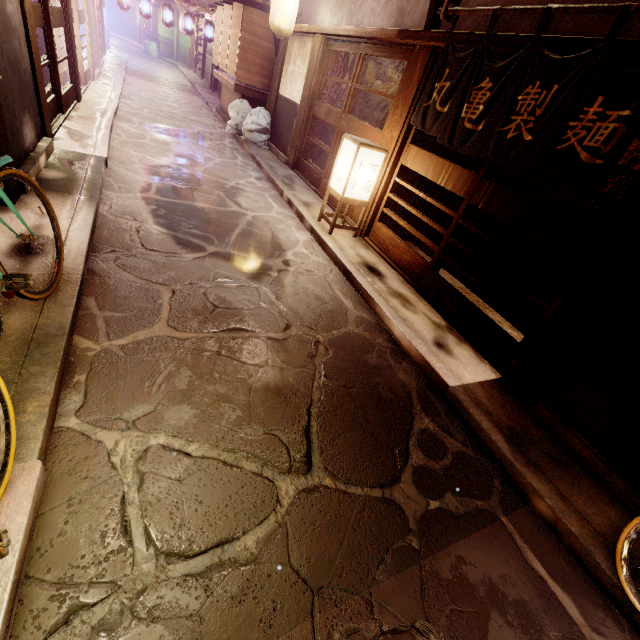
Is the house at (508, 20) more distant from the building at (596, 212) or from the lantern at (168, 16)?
the lantern at (168, 16)

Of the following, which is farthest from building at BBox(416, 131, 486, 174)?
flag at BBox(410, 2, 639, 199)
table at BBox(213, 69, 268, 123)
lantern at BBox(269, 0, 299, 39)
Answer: table at BBox(213, 69, 268, 123)

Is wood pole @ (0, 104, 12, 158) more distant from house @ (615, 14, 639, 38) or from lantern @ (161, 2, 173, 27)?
lantern @ (161, 2, 173, 27)

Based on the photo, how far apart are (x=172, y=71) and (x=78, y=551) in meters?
51.6 m

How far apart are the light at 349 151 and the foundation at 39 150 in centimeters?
736cm

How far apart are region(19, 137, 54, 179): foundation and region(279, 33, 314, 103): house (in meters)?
10.07

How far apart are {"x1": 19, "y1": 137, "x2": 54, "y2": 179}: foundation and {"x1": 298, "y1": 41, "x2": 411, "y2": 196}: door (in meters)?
8.71

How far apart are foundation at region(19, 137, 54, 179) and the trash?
10.3 meters
